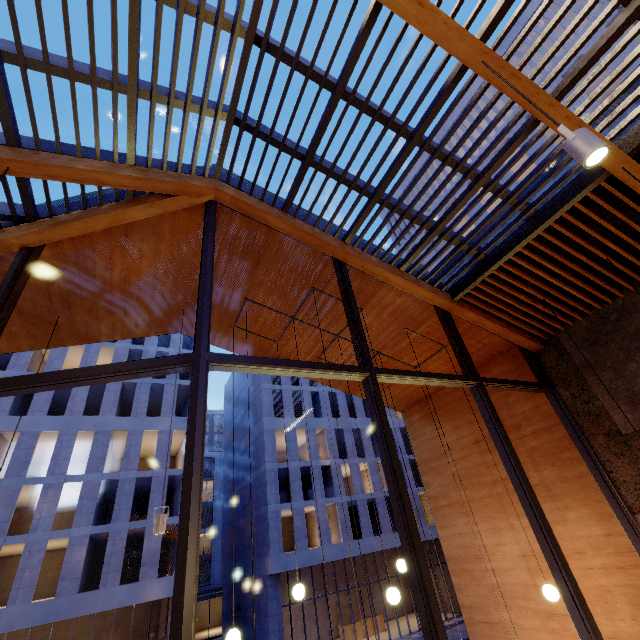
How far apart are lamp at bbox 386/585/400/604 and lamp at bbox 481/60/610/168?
5.4 meters

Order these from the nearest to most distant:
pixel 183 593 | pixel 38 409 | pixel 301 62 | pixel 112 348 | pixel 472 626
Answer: pixel 183 593 → pixel 301 62 → pixel 472 626 → pixel 38 409 → pixel 112 348

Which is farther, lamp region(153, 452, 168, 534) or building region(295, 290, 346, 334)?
building region(295, 290, 346, 334)

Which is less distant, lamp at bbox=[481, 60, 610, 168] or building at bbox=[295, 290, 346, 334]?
lamp at bbox=[481, 60, 610, 168]

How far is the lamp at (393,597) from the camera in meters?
4.4

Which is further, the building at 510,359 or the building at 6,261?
the building at 510,359

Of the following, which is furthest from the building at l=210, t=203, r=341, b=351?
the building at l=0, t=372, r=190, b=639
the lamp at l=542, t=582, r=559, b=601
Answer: the building at l=0, t=372, r=190, b=639

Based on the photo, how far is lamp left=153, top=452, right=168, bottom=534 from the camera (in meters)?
4.46
